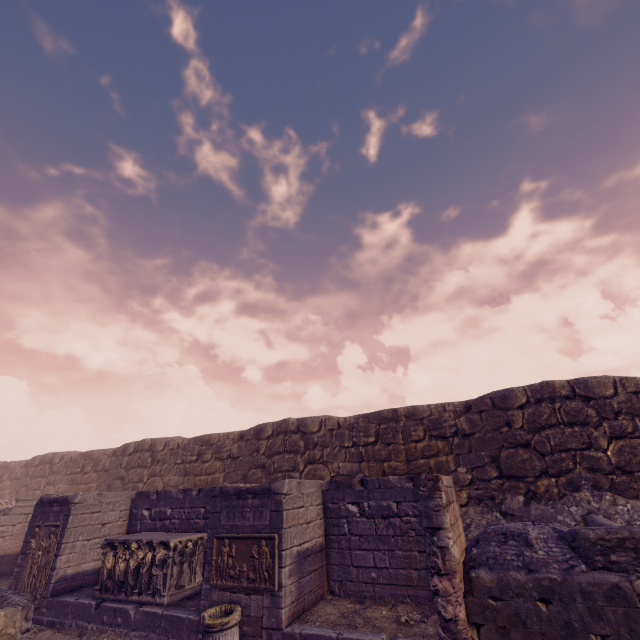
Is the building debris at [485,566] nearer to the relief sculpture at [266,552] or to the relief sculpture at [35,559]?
the relief sculpture at [266,552]

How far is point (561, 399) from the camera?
9.0 meters

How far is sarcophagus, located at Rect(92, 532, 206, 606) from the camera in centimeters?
726cm

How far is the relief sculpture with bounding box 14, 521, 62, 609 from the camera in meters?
8.3 m

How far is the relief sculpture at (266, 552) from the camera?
6.0m

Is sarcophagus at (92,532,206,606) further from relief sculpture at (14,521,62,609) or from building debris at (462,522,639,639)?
building debris at (462,522,639,639)

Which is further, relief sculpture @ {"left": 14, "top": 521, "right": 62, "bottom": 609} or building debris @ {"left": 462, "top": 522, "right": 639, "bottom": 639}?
relief sculpture @ {"left": 14, "top": 521, "right": 62, "bottom": 609}

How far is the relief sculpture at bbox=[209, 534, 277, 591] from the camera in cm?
604
